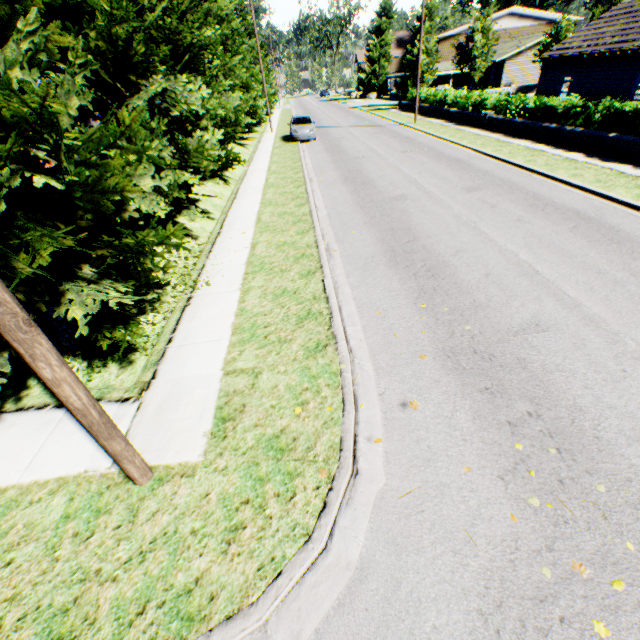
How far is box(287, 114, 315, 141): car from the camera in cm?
2380

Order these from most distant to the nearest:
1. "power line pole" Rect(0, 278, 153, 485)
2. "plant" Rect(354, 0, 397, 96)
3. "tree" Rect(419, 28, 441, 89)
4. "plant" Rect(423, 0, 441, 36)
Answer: "plant" Rect(354, 0, 397, 96) < "plant" Rect(423, 0, 441, 36) < "tree" Rect(419, 28, 441, 89) < "power line pole" Rect(0, 278, 153, 485)

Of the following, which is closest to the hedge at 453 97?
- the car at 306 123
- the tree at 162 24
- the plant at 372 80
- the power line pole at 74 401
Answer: the car at 306 123

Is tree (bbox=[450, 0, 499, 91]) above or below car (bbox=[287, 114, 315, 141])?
above

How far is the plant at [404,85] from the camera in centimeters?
3931cm

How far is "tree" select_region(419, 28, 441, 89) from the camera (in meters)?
32.69

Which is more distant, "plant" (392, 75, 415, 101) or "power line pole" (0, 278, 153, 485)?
"plant" (392, 75, 415, 101)

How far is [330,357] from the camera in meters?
5.3 m
